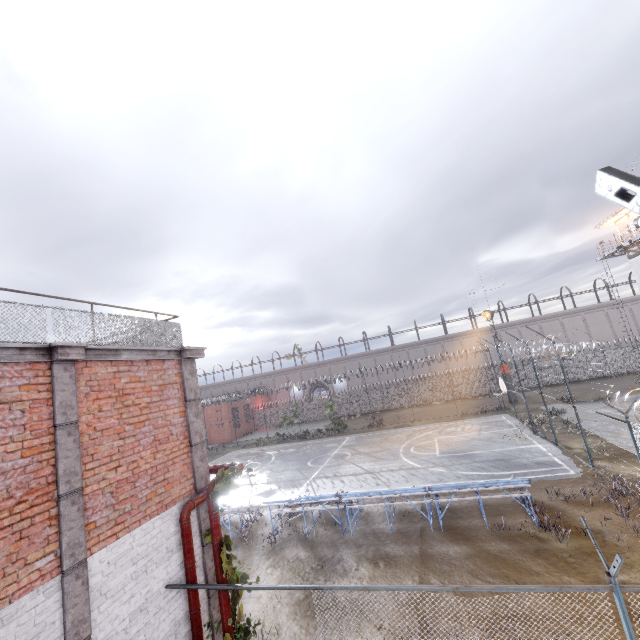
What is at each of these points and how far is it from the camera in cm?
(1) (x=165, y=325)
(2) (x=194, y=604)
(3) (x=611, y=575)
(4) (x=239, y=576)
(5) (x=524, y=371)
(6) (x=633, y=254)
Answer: (1) metal railing, 752
(2) pipe, 611
(3) fence, 398
(4) plant, 600
(5) fence, 3712
(6) building, 2758

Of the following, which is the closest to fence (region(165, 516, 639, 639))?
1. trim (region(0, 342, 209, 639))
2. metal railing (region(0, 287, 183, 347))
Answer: trim (region(0, 342, 209, 639))

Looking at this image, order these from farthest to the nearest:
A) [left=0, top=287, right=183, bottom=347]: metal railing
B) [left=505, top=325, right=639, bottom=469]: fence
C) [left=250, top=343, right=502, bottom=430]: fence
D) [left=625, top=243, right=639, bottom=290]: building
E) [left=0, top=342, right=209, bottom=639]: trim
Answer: [left=250, top=343, right=502, bottom=430]: fence, [left=625, top=243, right=639, bottom=290]: building, [left=505, top=325, right=639, bottom=469]: fence, [left=0, top=287, right=183, bottom=347]: metal railing, [left=0, top=342, right=209, bottom=639]: trim

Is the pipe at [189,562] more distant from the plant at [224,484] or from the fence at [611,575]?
the fence at [611,575]

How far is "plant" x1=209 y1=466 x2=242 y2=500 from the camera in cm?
598

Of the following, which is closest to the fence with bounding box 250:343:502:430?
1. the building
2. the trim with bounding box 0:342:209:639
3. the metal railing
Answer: the trim with bounding box 0:342:209:639

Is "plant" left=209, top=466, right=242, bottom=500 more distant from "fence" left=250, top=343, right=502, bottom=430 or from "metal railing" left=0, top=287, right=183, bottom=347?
"metal railing" left=0, top=287, right=183, bottom=347

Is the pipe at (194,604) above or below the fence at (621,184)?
below
